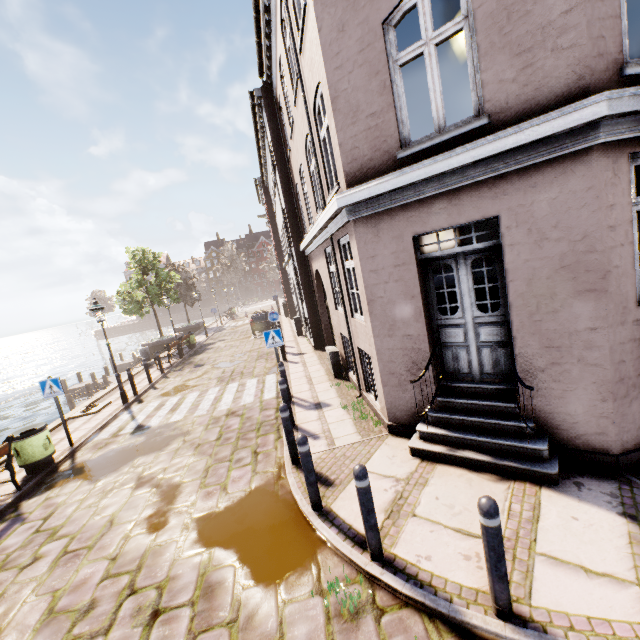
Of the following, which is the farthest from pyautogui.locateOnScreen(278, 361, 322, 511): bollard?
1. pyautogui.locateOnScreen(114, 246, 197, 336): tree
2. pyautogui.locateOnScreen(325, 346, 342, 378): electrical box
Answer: pyautogui.locateOnScreen(114, 246, 197, 336): tree

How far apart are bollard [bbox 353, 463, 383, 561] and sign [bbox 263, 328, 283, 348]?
5.8 meters

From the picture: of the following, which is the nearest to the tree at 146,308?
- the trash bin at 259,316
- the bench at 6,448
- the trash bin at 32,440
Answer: the trash bin at 259,316

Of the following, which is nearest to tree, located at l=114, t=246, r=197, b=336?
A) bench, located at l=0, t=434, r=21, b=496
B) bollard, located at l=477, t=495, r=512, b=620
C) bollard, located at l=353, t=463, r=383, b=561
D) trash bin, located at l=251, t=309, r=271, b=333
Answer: trash bin, located at l=251, t=309, r=271, b=333

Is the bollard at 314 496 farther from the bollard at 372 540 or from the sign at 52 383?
the sign at 52 383

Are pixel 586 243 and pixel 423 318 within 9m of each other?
yes

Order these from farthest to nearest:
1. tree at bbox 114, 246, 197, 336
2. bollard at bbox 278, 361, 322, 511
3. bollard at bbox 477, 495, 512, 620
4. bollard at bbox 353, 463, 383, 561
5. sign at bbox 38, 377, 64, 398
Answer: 1. tree at bbox 114, 246, 197, 336
2. sign at bbox 38, 377, 64, 398
3. bollard at bbox 278, 361, 322, 511
4. bollard at bbox 353, 463, 383, 561
5. bollard at bbox 477, 495, 512, 620

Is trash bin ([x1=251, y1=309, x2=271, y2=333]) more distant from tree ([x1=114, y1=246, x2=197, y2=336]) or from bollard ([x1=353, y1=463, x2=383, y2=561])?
bollard ([x1=353, y1=463, x2=383, y2=561])
